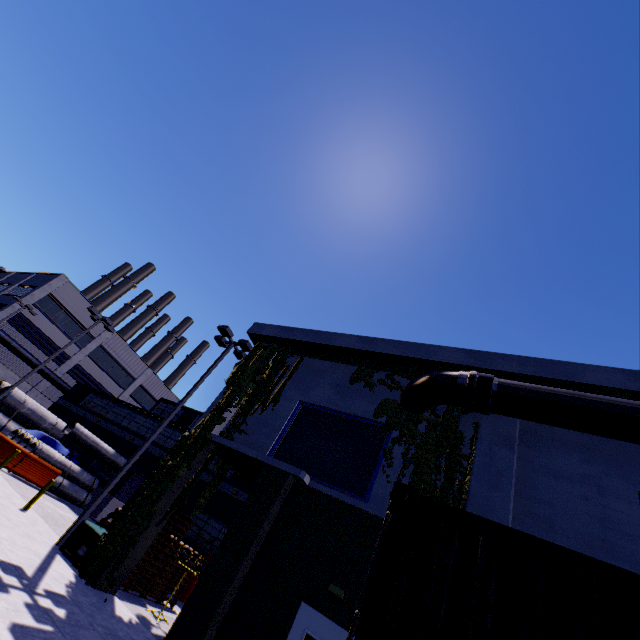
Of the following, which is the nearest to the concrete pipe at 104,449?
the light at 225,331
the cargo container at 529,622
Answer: the light at 225,331

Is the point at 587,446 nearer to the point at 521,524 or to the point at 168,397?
the point at 521,524

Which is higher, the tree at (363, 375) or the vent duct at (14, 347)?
the tree at (363, 375)

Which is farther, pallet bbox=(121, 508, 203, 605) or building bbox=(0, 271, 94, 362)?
building bbox=(0, 271, 94, 362)

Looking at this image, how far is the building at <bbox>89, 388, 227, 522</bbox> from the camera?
22.4 meters

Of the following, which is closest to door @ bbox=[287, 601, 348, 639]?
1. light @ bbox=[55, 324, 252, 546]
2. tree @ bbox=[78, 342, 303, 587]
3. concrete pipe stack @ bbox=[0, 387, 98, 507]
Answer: concrete pipe stack @ bbox=[0, 387, 98, 507]

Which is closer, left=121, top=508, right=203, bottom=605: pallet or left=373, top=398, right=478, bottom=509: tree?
left=373, top=398, right=478, bottom=509: tree

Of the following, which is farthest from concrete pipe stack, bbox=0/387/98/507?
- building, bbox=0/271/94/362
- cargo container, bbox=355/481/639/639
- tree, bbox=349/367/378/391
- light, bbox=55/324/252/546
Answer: light, bbox=55/324/252/546
